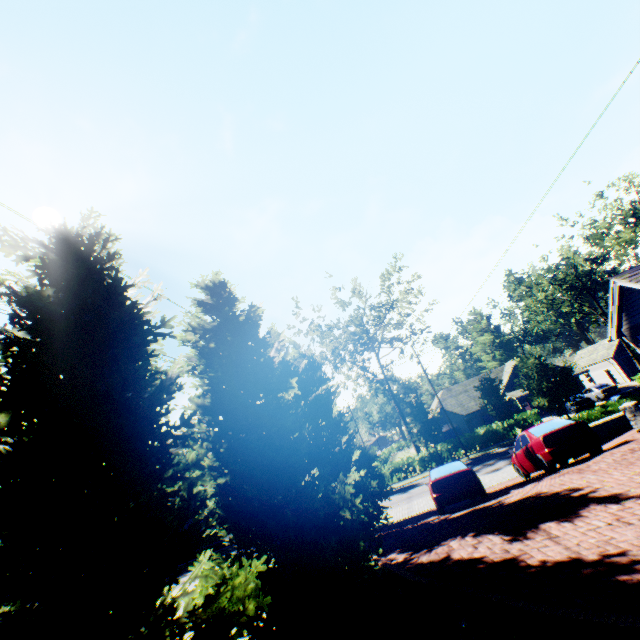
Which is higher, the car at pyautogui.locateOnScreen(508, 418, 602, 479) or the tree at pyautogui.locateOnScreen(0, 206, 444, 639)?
the tree at pyautogui.locateOnScreen(0, 206, 444, 639)

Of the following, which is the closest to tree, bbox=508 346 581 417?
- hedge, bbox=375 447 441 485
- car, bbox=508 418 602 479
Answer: hedge, bbox=375 447 441 485

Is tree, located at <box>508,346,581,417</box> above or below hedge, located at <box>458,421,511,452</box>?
above

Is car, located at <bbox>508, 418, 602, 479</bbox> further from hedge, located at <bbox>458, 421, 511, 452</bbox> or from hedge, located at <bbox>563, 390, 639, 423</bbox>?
hedge, located at <bbox>458, 421, 511, 452</bbox>

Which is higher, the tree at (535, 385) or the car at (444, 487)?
the tree at (535, 385)

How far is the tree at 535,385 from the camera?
21.0m

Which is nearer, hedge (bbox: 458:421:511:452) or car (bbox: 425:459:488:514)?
car (bbox: 425:459:488:514)

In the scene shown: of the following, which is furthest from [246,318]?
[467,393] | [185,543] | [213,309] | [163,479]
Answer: Answer: [467,393]
